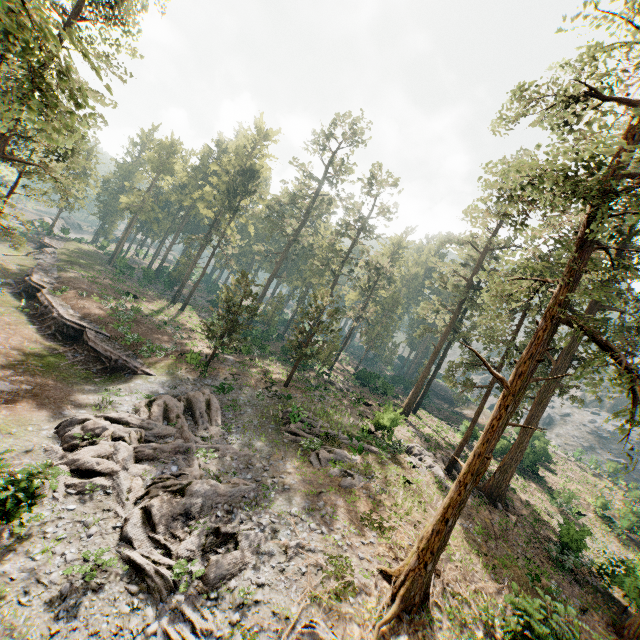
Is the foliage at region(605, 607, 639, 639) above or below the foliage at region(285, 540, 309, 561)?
above

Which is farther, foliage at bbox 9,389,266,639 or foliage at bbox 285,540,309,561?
foliage at bbox 285,540,309,561

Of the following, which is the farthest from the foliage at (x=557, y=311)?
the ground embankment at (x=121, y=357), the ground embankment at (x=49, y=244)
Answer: the ground embankment at (x=49, y=244)

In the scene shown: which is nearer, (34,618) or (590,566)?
(34,618)

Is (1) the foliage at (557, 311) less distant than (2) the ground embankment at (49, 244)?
Yes

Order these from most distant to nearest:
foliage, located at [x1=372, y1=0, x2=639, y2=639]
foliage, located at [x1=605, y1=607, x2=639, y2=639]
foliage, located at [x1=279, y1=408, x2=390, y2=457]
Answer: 1. foliage, located at [x1=279, y1=408, x2=390, y2=457]
2. foliage, located at [x1=605, y1=607, x2=639, y2=639]
3. foliage, located at [x1=372, y1=0, x2=639, y2=639]

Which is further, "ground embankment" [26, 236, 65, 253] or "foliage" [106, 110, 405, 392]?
"ground embankment" [26, 236, 65, 253]

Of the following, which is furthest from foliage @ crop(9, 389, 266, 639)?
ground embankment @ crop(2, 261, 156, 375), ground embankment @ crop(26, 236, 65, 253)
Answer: ground embankment @ crop(26, 236, 65, 253)
